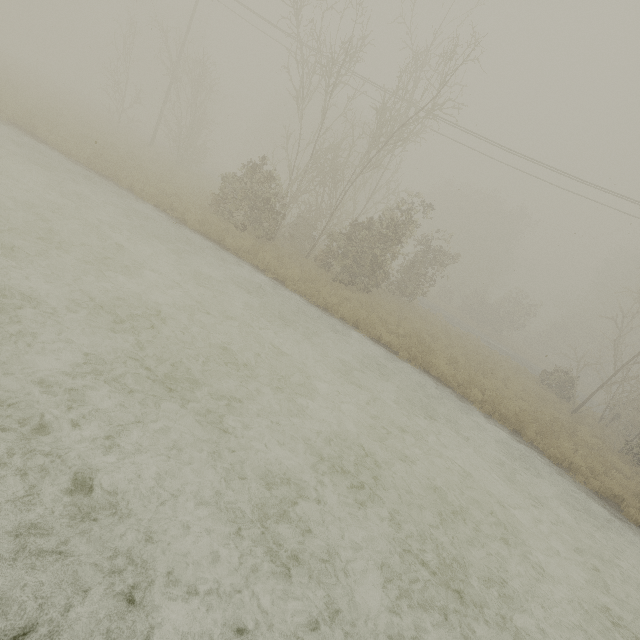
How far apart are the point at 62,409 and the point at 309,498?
3.8m
